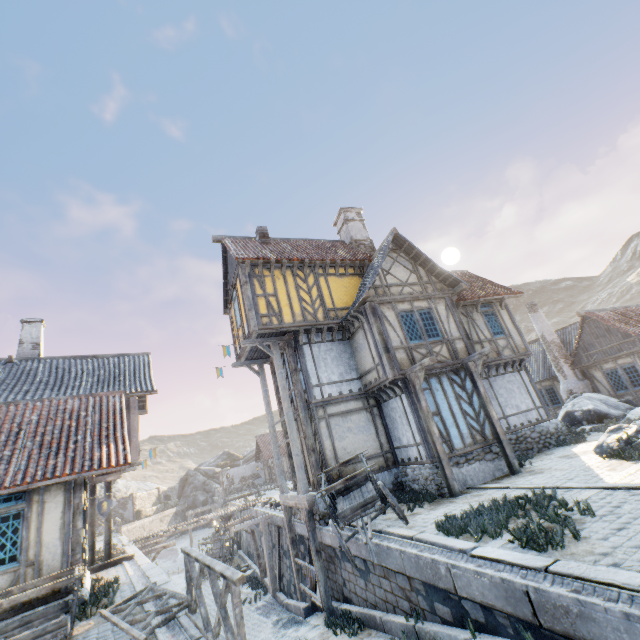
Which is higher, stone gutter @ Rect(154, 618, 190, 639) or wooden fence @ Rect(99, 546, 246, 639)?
wooden fence @ Rect(99, 546, 246, 639)

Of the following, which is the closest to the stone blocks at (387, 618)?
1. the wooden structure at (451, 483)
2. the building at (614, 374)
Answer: the wooden structure at (451, 483)

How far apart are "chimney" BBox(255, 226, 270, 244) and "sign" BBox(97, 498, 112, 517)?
11.6 meters

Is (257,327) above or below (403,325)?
above

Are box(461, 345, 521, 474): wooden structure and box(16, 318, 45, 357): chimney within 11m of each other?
no

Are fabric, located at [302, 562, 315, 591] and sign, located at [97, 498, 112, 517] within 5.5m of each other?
no

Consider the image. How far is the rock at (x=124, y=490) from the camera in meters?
45.9 m

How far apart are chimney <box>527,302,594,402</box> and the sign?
24.2 meters
